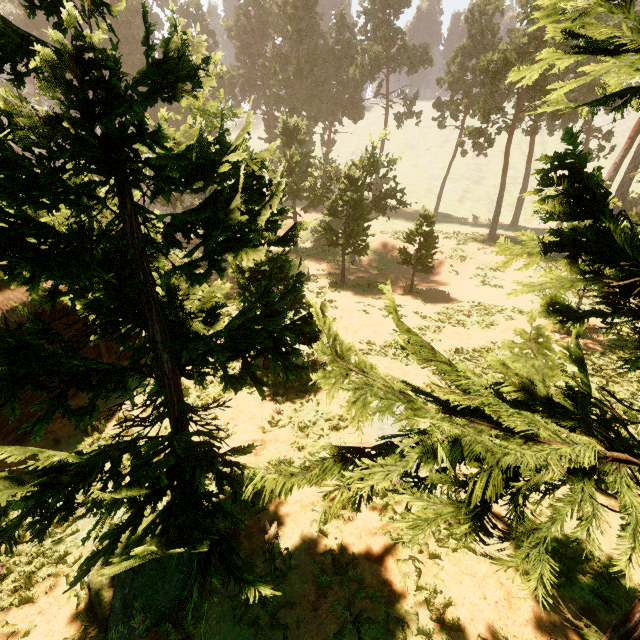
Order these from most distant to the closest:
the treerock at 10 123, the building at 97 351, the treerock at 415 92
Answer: the treerock at 415 92 < the building at 97 351 < the treerock at 10 123

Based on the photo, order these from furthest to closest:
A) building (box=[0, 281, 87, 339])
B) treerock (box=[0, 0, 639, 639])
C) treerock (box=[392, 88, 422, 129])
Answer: treerock (box=[392, 88, 422, 129])
building (box=[0, 281, 87, 339])
treerock (box=[0, 0, 639, 639])

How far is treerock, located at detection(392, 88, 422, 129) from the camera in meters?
42.6 m

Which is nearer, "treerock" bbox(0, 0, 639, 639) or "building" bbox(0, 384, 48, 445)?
"treerock" bbox(0, 0, 639, 639)

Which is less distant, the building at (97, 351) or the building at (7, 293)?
the building at (7, 293)

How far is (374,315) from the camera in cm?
1947

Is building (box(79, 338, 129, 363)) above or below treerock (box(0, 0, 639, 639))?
below

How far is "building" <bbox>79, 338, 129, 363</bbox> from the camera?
10.4 meters
